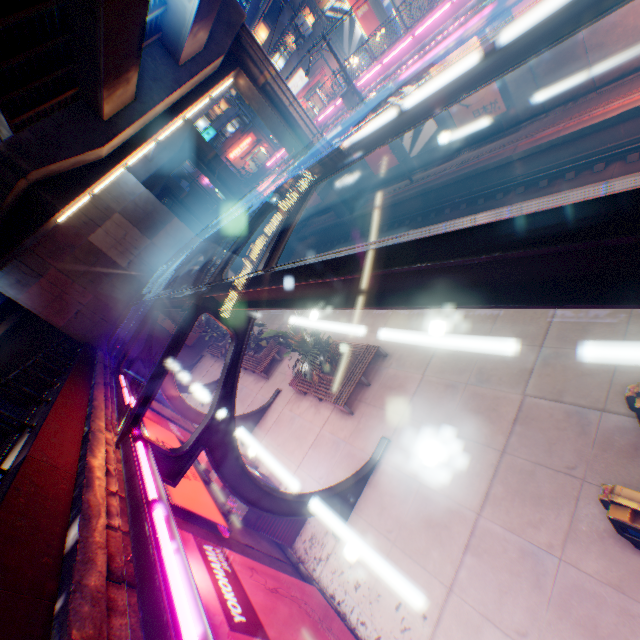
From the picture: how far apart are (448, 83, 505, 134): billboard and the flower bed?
15.3m

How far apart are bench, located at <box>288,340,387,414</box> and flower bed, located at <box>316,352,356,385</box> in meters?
Result: 0.0 m

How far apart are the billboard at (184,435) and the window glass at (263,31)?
42.0m

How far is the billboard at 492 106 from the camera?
16.38m

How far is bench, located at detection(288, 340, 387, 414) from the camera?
11.35m

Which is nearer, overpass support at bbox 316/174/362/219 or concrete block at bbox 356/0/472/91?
concrete block at bbox 356/0/472/91

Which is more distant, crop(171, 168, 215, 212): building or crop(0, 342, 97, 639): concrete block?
crop(171, 168, 215, 212): building

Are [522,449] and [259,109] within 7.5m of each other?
no
